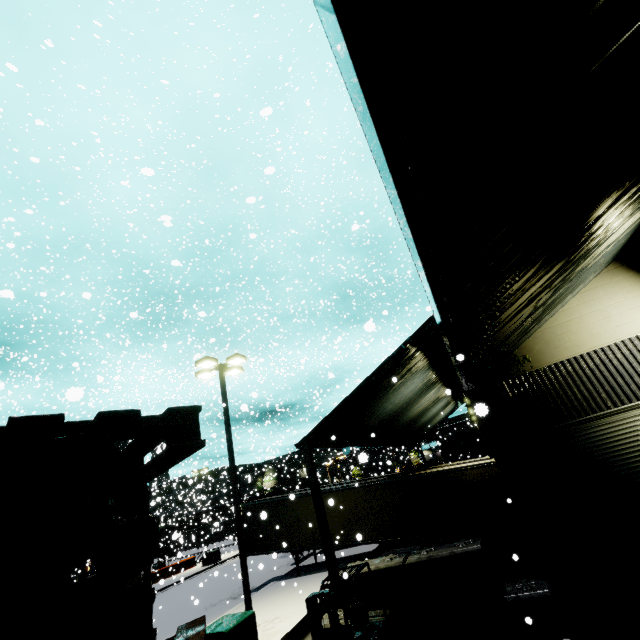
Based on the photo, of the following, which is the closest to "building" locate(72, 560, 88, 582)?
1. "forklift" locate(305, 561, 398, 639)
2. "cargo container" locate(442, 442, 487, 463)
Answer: "cargo container" locate(442, 442, 487, 463)

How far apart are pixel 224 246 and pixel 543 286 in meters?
30.0

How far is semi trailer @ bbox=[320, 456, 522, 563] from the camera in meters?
14.9 m

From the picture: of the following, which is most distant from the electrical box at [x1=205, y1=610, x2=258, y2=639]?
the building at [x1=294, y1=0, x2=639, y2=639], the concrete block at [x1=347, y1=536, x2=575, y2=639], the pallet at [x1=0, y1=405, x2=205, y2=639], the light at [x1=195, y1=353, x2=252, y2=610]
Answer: the pallet at [x1=0, y1=405, x2=205, y2=639]

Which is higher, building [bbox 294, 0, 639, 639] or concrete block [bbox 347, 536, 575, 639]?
building [bbox 294, 0, 639, 639]

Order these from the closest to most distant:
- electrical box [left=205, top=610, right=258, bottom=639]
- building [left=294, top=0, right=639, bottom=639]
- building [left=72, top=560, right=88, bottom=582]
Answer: building [left=294, top=0, right=639, bottom=639]
electrical box [left=205, top=610, right=258, bottom=639]
building [left=72, top=560, right=88, bottom=582]

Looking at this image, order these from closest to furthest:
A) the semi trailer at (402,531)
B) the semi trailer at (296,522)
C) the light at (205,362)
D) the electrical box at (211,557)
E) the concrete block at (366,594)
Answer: the concrete block at (366,594), the light at (205,362), the semi trailer at (402,531), the semi trailer at (296,522), the electrical box at (211,557)

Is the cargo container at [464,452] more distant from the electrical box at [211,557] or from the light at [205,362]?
the light at [205,362]
